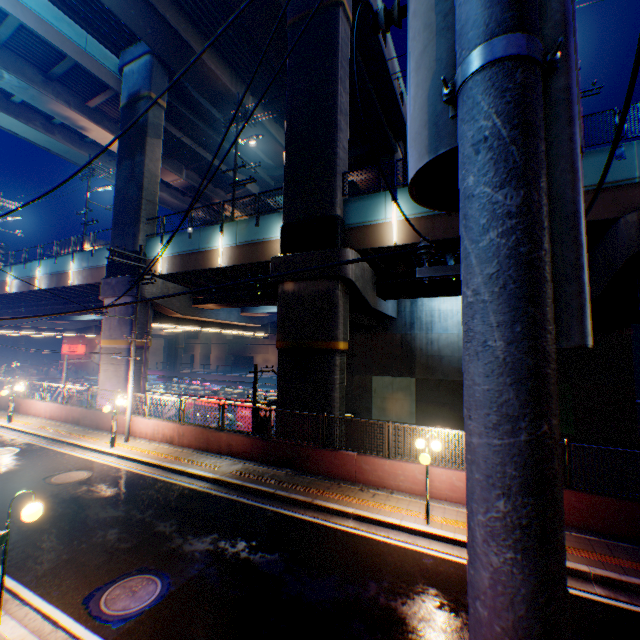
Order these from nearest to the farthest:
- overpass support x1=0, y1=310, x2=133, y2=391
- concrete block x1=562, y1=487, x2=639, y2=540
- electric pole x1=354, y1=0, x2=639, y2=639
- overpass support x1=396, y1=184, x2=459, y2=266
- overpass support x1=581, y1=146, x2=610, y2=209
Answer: electric pole x1=354, y1=0, x2=639, y2=639, concrete block x1=562, y1=487, x2=639, y2=540, overpass support x1=581, y1=146, x2=610, y2=209, overpass support x1=396, y1=184, x2=459, y2=266, overpass support x1=0, y1=310, x2=133, y2=391

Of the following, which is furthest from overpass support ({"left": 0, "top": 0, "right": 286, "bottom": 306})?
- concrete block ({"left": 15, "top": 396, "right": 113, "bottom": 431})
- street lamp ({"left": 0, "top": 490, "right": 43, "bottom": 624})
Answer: street lamp ({"left": 0, "top": 490, "right": 43, "bottom": 624})

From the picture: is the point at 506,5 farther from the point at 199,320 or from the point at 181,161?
the point at 181,161

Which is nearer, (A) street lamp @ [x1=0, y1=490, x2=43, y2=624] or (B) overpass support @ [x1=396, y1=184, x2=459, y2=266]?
(A) street lamp @ [x1=0, y1=490, x2=43, y2=624]

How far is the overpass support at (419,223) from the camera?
13.1 meters

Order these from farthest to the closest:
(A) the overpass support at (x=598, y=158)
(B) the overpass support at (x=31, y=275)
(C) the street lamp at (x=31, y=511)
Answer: (B) the overpass support at (x=31, y=275)
(A) the overpass support at (x=598, y=158)
(C) the street lamp at (x=31, y=511)

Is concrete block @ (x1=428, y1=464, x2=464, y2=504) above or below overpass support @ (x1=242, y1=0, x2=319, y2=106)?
below

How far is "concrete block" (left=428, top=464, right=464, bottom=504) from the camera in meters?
9.9 m
